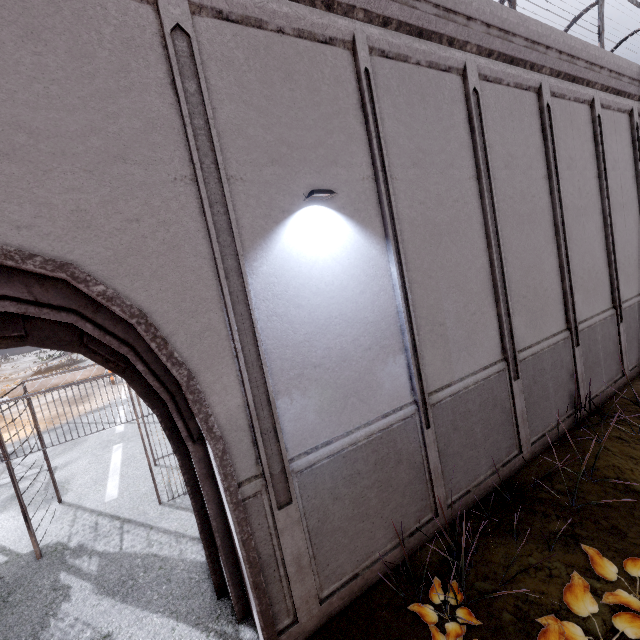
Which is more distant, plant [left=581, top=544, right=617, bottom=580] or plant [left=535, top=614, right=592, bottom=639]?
plant [left=581, top=544, right=617, bottom=580]

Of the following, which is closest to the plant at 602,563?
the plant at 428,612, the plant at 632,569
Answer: the plant at 632,569

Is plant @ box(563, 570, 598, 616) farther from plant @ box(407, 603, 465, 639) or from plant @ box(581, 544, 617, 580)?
plant @ box(407, 603, 465, 639)

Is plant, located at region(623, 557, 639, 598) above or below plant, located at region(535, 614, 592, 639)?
below

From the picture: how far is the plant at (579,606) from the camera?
3.54m

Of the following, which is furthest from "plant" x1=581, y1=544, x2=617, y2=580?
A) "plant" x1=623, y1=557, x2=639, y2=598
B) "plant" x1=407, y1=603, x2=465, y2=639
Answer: "plant" x1=407, y1=603, x2=465, y2=639

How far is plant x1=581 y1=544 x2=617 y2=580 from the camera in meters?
3.9

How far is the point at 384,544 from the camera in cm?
457
